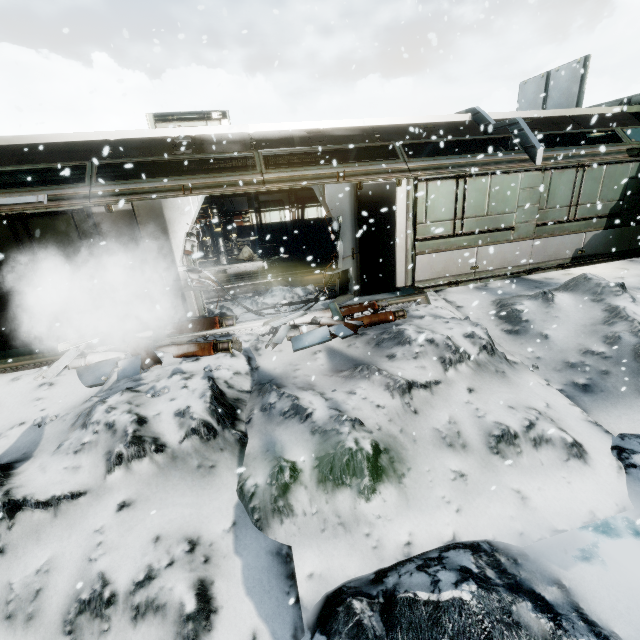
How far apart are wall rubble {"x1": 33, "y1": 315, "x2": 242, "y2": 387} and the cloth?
7.2 meters

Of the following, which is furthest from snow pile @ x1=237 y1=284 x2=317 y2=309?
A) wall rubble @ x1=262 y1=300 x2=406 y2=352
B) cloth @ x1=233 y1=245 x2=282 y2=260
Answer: cloth @ x1=233 y1=245 x2=282 y2=260

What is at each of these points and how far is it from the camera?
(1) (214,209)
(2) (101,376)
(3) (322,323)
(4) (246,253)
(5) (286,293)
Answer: (1) generator, 13.0 meters
(2) wall rubble, 5.8 meters
(3) wall rubble, 7.0 meters
(4) cloth, 14.7 meters
(5) snow pile, 8.5 meters

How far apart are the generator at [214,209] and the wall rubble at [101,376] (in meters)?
7.05

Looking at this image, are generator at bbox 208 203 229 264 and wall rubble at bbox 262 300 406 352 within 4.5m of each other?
no

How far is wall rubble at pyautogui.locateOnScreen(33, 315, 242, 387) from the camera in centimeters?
595cm

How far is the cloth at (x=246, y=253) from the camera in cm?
1424

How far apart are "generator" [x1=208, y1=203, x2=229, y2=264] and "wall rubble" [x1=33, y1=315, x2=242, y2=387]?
7.1 meters
